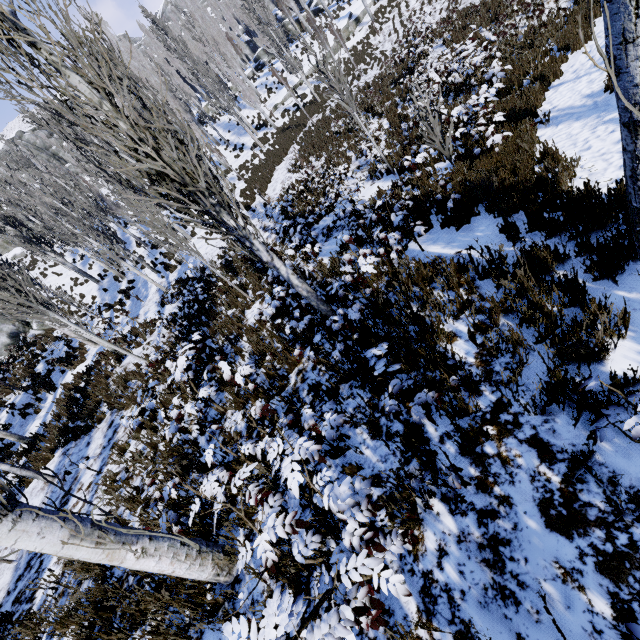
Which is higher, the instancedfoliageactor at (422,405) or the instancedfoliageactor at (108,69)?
the instancedfoliageactor at (108,69)

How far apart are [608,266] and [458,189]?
3.6m

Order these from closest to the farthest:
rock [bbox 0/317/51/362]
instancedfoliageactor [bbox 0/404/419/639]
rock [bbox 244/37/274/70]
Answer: instancedfoliageactor [bbox 0/404/419/639], rock [bbox 0/317/51/362], rock [bbox 244/37/274/70]

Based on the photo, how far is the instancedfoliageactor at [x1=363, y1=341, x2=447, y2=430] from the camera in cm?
267

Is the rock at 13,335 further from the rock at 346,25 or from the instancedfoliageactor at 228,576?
the rock at 346,25

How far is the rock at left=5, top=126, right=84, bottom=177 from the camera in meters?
52.0 m

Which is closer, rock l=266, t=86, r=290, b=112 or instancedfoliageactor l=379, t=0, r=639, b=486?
instancedfoliageactor l=379, t=0, r=639, b=486

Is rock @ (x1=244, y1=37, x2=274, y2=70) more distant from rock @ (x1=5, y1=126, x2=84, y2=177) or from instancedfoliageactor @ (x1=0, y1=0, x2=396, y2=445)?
rock @ (x1=5, y1=126, x2=84, y2=177)
